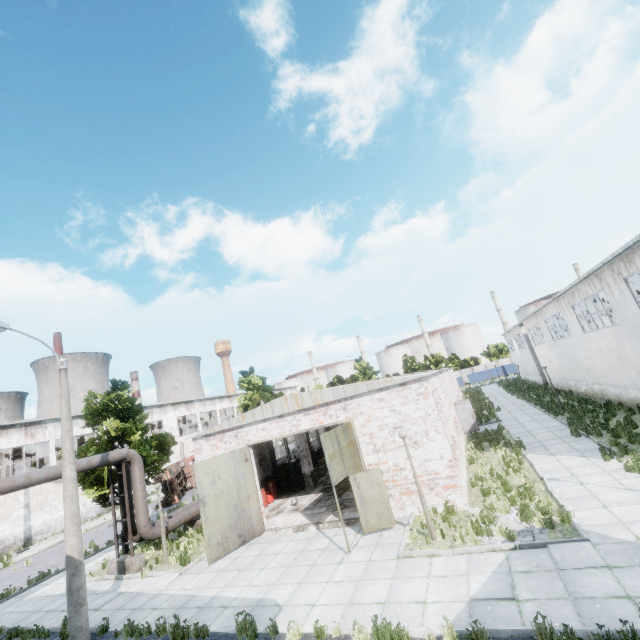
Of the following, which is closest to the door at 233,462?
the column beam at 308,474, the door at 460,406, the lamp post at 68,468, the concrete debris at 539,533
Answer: the lamp post at 68,468

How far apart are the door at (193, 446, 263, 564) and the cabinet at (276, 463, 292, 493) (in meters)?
5.83

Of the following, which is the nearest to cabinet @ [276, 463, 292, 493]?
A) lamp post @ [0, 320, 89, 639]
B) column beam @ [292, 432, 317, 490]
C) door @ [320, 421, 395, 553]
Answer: column beam @ [292, 432, 317, 490]

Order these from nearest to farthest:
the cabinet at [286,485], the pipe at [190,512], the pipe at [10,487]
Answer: the pipe at [10,487] < the pipe at [190,512] < the cabinet at [286,485]

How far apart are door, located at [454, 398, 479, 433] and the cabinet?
13.18m

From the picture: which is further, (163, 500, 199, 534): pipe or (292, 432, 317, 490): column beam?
(292, 432, 317, 490): column beam

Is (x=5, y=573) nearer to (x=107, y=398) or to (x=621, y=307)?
(x=107, y=398)

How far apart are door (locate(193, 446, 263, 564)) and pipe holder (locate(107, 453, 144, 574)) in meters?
4.1 m
